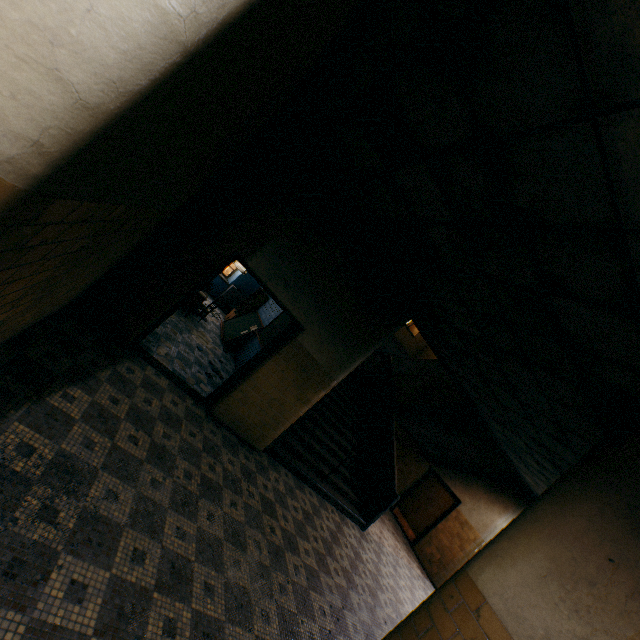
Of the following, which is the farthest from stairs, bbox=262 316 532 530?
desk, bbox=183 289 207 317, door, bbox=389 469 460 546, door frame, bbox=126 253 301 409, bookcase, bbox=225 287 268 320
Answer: desk, bbox=183 289 207 317

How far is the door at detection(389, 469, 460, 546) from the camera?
10.7m

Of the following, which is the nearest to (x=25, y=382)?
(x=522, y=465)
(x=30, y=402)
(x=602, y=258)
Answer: (x=30, y=402)

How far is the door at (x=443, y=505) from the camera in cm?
1068

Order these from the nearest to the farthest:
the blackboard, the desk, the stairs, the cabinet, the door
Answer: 1. the stairs
2. the desk
3. the blackboard
4. the door
5. the cabinet

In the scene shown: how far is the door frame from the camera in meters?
4.9 m

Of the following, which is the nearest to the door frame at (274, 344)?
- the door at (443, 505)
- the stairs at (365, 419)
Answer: the stairs at (365, 419)

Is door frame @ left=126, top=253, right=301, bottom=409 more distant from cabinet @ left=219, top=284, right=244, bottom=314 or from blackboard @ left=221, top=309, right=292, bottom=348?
cabinet @ left=219, top=284, right=244, bottom=314
